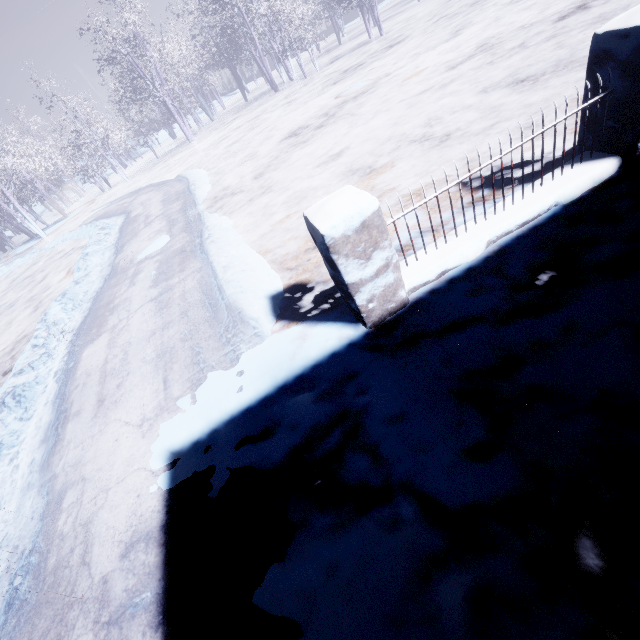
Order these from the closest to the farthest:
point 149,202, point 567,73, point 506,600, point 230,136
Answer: point 506,600 < point 567,73 < point 149,202 < point 230,136
